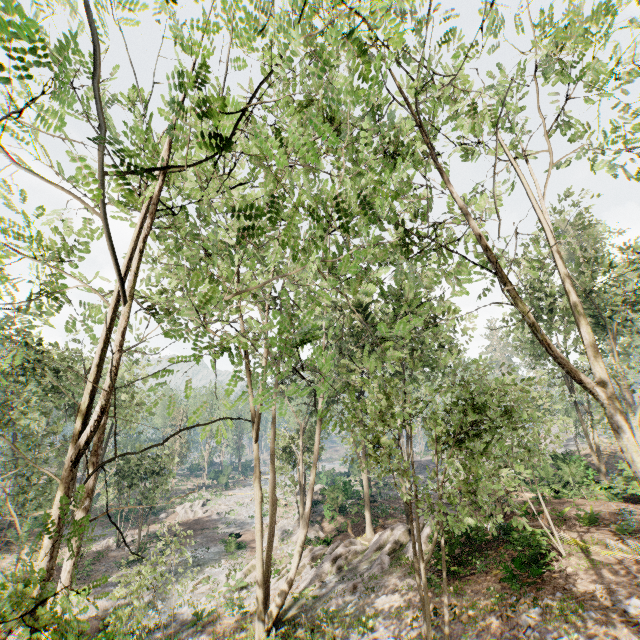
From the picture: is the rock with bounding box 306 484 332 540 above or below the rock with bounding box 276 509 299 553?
above

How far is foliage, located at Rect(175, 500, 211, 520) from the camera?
41.0m

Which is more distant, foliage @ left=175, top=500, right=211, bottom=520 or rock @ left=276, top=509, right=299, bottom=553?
foliage @ left=175, top=500, right=211, bottom=520

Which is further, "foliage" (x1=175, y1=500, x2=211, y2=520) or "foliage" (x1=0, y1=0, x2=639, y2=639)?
"foliage" (x1=175, y1=500, x2=211, y2=520)

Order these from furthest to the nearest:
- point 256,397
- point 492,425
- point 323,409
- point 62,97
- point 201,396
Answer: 1. point 201,396
2. point 323,409
3. point 492,425
4. point 256,397
5. point 62,97

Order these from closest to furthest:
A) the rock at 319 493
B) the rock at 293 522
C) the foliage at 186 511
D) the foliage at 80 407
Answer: the foliage at 80 407 < the rock at 293 522 < the rock at 319 493 < the foliage at 186 511

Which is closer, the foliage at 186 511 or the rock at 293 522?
the rock at 293 522
